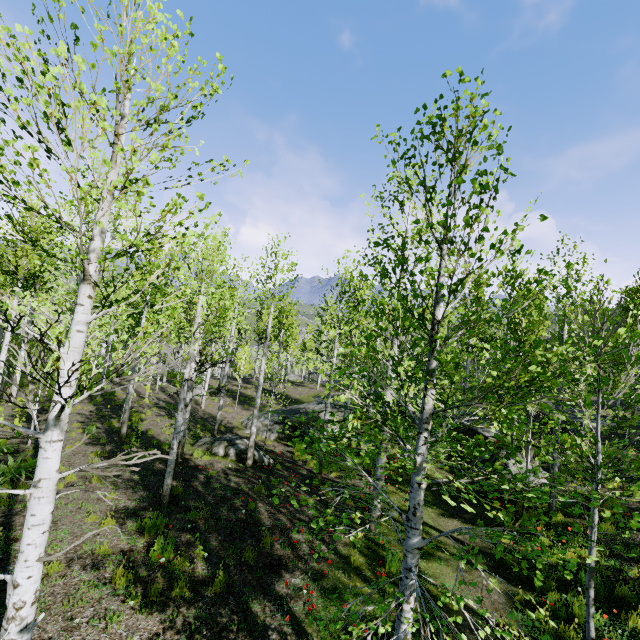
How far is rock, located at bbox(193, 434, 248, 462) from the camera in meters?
13.4

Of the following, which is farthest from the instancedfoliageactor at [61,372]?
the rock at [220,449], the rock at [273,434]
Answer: the rock at [220,449]

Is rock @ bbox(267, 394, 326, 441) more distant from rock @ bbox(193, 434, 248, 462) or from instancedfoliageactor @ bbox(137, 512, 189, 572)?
instancedfoliageactor @ bbox(137, 512, 189, 572)

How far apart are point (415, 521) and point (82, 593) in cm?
579

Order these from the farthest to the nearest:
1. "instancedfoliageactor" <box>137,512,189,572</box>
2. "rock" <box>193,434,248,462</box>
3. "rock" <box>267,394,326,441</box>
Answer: "rock" <box>267,394,326,441</box>
"rock" <box>193,434,248,462</box>
"instancedfoliageactor" <box>137,512,189,572</box>

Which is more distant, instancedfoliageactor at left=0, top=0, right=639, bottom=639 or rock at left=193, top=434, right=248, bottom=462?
rock at left=193, top=434, right=248, bottom=462
